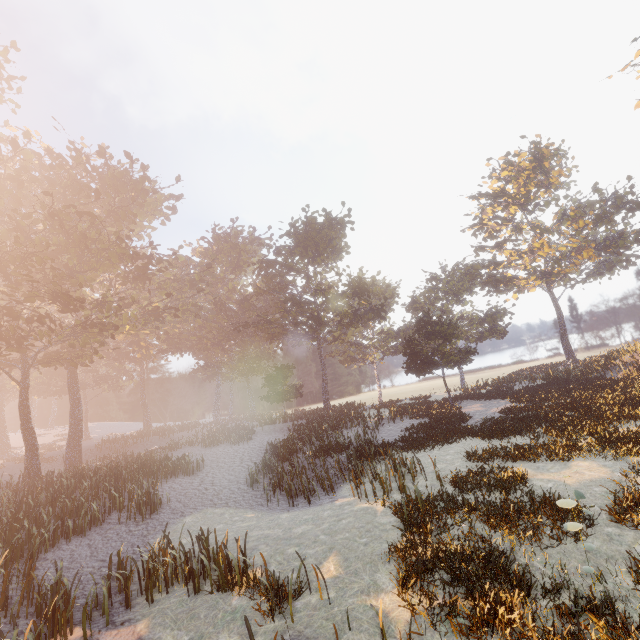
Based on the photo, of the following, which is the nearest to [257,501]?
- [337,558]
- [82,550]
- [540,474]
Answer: [82,550]
